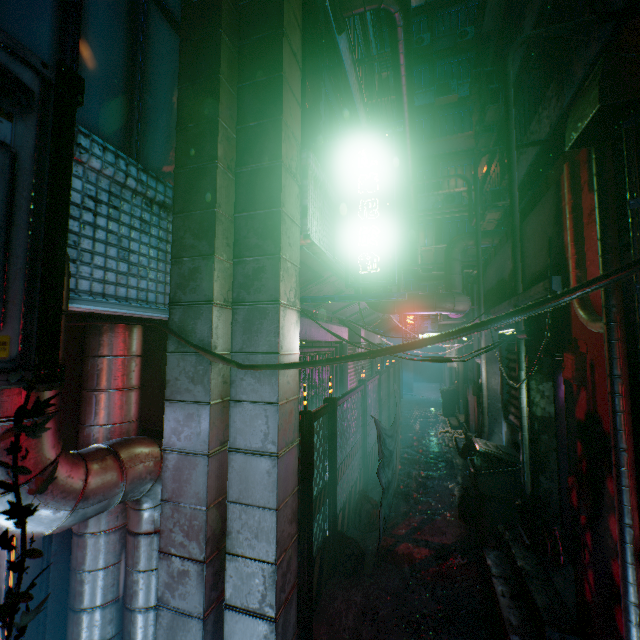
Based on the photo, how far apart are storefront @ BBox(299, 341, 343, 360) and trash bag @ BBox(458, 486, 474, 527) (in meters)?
2.18

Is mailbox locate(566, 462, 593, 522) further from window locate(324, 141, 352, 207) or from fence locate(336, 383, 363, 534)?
window locate(324, 141, 352, 207)

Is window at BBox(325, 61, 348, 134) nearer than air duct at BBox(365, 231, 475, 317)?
Yes

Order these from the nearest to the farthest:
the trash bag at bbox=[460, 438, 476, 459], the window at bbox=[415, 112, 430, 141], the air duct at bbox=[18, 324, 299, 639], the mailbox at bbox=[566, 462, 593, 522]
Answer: the air duct at bbox=[18, 324, 299, 639] → the mailbox at bbox=[566, 462, 593, 522] → the trash bag at bbox=[460, 438, 476, 459] → the window at bbox=[415, 112, 430, 141]

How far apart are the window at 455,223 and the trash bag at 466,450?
12.5 meters

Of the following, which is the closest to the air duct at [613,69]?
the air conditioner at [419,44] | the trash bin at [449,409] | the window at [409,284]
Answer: the trash bin at [449,409]

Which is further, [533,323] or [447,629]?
[533,323]

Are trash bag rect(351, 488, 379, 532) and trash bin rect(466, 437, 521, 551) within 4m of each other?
yes
